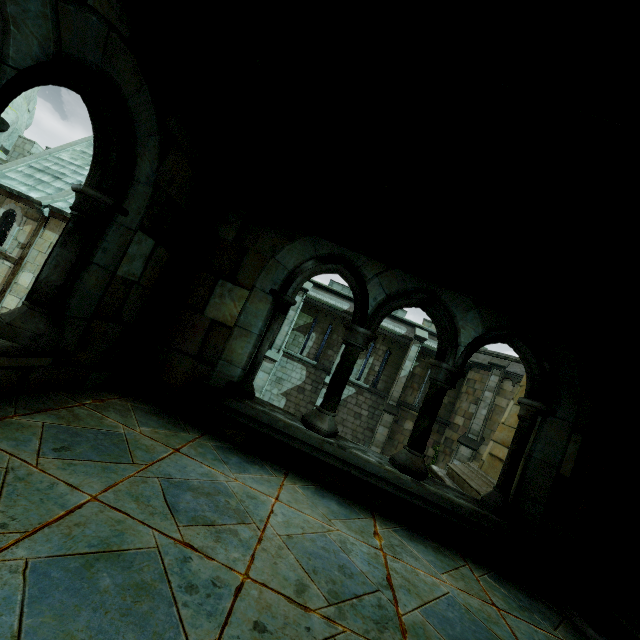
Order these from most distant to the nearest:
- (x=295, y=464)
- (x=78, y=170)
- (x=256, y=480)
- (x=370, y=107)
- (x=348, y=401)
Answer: (x=348, y=401), (x=78, y=170), (x=370, y=107), (x=295, y=464), (x=256, y=480)

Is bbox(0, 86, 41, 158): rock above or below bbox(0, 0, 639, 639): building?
above

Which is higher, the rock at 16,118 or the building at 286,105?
the rock at 16,118

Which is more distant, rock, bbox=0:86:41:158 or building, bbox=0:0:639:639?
rock, bbox=0:86:41:158

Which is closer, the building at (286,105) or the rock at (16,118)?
the building at (286,105)
